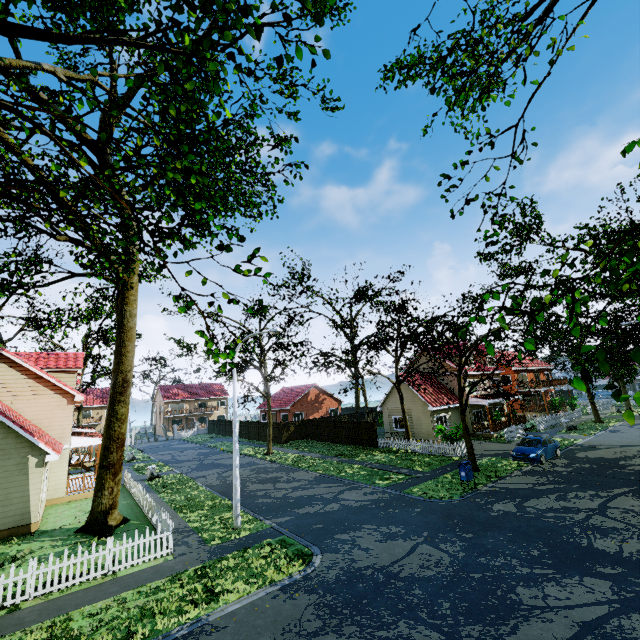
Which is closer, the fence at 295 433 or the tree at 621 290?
the tree at 621 290

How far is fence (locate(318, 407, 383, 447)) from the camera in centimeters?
3042cm

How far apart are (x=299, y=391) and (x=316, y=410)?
4.0 meters

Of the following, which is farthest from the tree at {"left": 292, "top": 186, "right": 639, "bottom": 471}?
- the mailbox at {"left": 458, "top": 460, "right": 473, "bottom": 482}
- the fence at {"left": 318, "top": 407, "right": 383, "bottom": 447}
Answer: the mailbox at {"left": 458, "top": 460, "right": 473, "bottom": 482}

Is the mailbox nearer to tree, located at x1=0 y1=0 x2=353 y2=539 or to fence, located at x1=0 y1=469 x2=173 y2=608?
tree, located at x1=0 y1=0 x2=353 y2=539

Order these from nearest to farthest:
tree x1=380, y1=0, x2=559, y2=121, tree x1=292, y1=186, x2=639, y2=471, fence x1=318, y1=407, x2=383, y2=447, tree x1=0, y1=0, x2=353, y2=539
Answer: tree x1=292, y1=186, x2=639, y2=471 < tree x1=0, y1=0, x2=353, y2=539 < tree x1=380, y1=0, x2=559, y2=121 < fence x1=318, y1=407, x2=383, y2=447

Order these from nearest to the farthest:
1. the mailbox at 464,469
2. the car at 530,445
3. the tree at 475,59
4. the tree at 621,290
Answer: the tree at 621,290 < the tree at 475,59 < the mailbox at 464,469 < the car at 530,445
